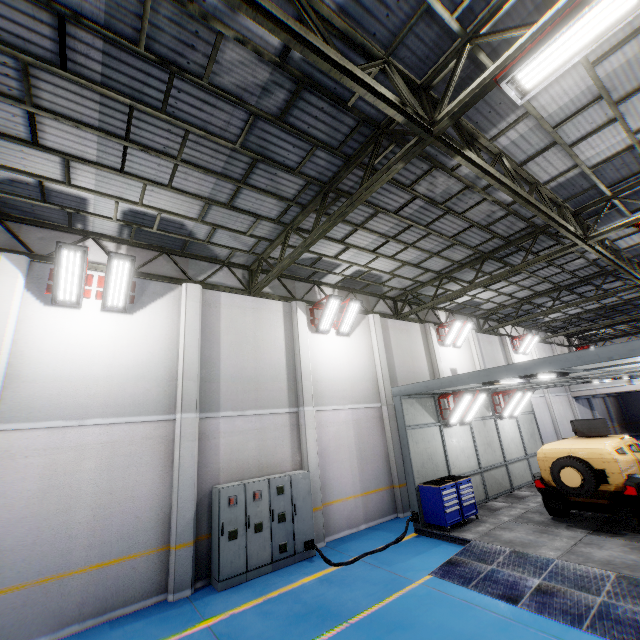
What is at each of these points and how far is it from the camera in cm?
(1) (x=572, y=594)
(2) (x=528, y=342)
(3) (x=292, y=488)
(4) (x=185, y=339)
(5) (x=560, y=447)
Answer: (1) metal ramp, 593
(2) light, 2167
(3) cabinet, 929
(4) cement column, 927
(5) car, 938

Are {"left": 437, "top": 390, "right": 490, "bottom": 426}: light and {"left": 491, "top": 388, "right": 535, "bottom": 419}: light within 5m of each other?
yes

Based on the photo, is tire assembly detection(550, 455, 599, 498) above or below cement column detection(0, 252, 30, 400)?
below

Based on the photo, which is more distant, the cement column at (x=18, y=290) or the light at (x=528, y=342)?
the light at (x=528, y=342)

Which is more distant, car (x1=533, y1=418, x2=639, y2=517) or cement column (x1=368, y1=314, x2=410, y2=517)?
cement column (x1=368, y1=314, x2=410, y2=517)

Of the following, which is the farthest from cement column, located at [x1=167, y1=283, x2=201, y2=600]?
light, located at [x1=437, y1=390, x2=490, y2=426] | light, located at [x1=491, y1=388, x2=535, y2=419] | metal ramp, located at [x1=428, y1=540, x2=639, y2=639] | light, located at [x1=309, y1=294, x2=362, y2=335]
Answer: light, located at [x1=491, y1=388, x2=535, y2=419]

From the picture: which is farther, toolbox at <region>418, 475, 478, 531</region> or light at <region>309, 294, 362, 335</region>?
light at <region>309, 294, 362, 335</region>

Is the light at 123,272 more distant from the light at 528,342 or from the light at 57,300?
the light at 528,342
